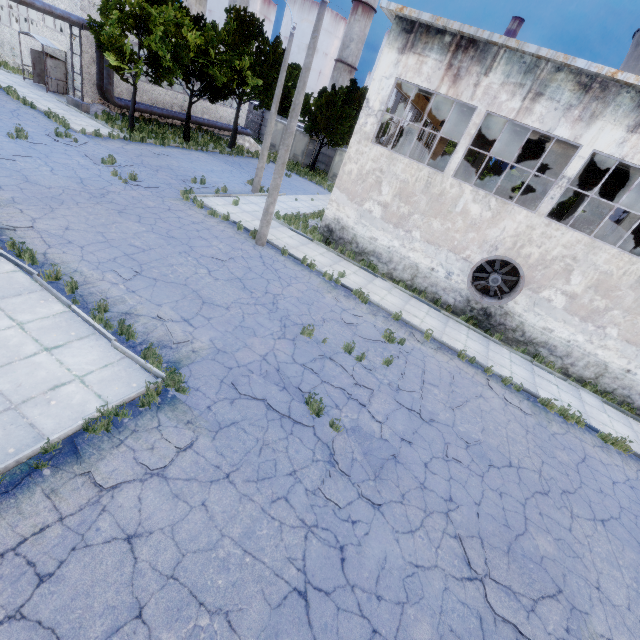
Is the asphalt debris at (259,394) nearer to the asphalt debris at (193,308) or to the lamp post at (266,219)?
the asphalt debris at (193,308)

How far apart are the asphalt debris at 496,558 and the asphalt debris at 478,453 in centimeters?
101cm

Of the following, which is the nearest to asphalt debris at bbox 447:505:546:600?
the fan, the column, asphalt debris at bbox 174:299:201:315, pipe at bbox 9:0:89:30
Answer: asphalt debris at bbox 174:299:201:315

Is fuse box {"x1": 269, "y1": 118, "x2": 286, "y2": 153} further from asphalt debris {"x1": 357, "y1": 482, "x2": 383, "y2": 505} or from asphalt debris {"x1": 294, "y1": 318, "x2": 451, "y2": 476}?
asphalt debris {"x1": 357, "y1": 482, "x2": 383, "y2": 505}

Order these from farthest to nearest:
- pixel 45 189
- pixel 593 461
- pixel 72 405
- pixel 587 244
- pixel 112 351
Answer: pixel 587 244, pixel 45 189, pixel 593 461, pixel 112 351, pixel 72 405

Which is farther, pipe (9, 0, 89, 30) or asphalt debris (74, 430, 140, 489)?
pipe (9, 0, 89, 30)

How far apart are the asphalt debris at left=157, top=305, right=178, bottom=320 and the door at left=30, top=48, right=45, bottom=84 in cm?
2995

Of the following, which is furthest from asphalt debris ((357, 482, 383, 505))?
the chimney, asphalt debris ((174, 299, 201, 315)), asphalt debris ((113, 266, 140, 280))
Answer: the chimney
